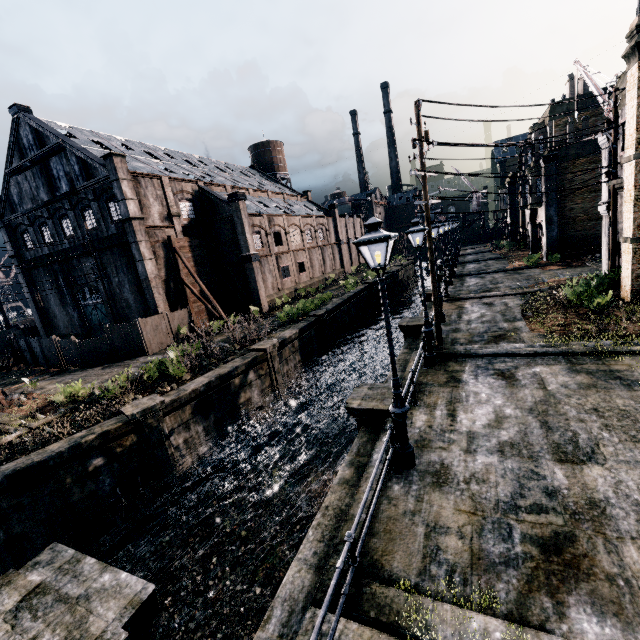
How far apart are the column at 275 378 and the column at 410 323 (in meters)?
7.89

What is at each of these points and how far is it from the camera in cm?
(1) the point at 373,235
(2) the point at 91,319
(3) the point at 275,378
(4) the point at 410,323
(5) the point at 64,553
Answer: (1) street light, 650
(2) door, 3441
(3) column, 2119
(4) column, 1800
(5) column, 388

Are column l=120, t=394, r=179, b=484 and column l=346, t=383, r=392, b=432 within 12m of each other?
yes

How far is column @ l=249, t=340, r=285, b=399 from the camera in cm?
2058

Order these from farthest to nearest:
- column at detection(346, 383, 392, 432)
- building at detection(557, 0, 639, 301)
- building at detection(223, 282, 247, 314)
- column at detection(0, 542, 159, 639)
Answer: building at detection(223, 282, 247, 314) < building at detection(557, 0, 639, 301) < column at detection(346, 383, 392, 432) < column at detection(0, 542, 159, 639)

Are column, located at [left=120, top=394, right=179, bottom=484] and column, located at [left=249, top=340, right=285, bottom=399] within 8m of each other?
yes

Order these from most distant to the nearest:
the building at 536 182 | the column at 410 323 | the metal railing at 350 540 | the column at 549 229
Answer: the building at 536 182 < the column at 549 229 < the column at 410 323 < the metal railing at 350 540

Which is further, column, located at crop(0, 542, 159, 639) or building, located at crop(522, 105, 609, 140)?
building, located at crop(522, 105, 609, 140)
